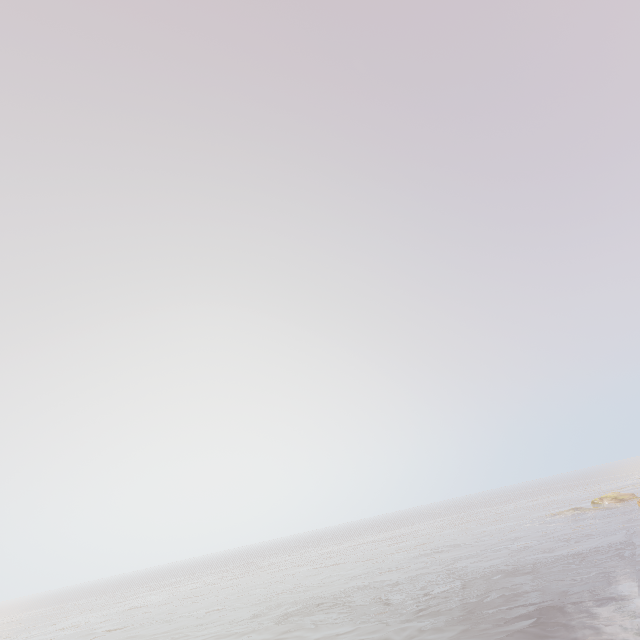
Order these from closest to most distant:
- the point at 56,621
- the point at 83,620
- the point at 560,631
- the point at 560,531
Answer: the point at 560,631 → the point at 560,531 → the point at 83,620 → the point at 56,621
